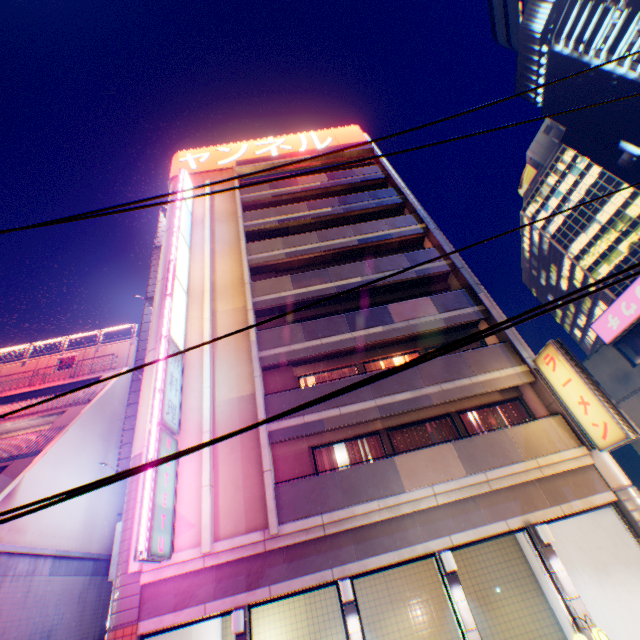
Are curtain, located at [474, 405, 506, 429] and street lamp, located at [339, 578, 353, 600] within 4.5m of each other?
no

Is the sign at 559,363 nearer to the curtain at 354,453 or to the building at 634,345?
the curtain at 354,453

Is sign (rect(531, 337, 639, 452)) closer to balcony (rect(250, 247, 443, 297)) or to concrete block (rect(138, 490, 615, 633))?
concrete block (rect(138, 490, 615, 633))

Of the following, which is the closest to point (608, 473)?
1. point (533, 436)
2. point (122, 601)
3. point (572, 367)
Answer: point (533, 436)

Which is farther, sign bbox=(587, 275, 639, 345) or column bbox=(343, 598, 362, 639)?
sign bbox=(587, 275, 639, 345)

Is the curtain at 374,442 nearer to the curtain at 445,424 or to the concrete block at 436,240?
the concrete block at 436,240

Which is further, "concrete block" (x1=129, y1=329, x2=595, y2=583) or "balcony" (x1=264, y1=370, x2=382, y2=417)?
"balcony" (x1=264, y1=370, x2=382, y2=417)

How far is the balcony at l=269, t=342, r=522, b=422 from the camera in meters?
11.8
